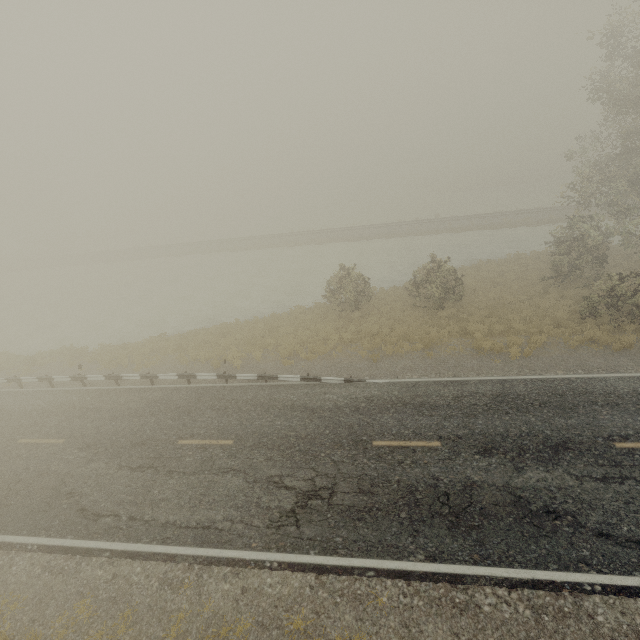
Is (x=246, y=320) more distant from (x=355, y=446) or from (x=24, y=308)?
(x=24, y=308)
